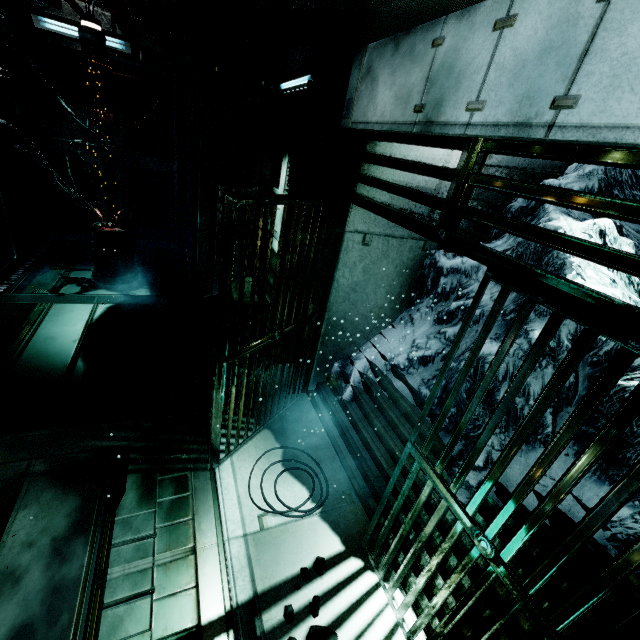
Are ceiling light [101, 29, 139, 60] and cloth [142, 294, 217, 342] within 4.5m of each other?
no

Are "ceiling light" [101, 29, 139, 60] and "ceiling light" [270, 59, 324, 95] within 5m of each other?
yes

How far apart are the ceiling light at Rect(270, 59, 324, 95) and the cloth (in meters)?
3.74

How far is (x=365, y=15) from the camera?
2.3 meters

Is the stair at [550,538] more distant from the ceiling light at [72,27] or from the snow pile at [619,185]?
the ceiling light at [72,27]

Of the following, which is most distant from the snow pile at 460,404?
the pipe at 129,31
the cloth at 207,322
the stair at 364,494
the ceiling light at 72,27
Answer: the ceiling light at 72,27

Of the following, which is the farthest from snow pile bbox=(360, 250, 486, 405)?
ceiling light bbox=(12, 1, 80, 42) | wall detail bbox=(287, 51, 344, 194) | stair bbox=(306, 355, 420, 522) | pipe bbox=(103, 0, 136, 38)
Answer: ceiling light bbox=(12, 1, 80, 42)

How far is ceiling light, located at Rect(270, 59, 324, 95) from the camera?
3.72m
